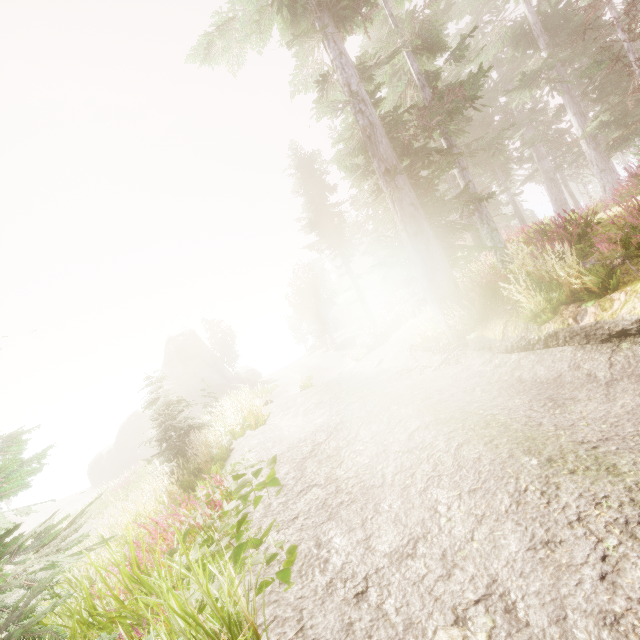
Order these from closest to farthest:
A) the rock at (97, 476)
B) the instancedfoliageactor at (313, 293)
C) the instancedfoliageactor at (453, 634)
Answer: the instancedfoliageactor at (453, 634), the rock at (97, 476), the instancedfoliageactor at (313, 293)

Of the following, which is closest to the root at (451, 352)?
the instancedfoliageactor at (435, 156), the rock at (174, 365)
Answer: the instancedfoliageactor at (435, 156)

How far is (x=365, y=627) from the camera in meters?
2.4 m

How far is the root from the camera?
7.8 meters

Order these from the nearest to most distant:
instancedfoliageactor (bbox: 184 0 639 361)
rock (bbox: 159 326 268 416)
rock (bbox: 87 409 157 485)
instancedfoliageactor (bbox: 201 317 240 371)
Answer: instancedfoliageactor (bbox: 184 0 639 361) → rock (bbox: 87 409 157 485) → rock (bbox: 159 326 268 416) → instancedfoliageactor (bbox: 201 317 240 371)

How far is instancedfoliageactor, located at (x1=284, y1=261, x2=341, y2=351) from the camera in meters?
48.0 m

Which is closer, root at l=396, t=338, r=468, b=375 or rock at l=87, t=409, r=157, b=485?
root at l=396, t=338, r=468, b=375
